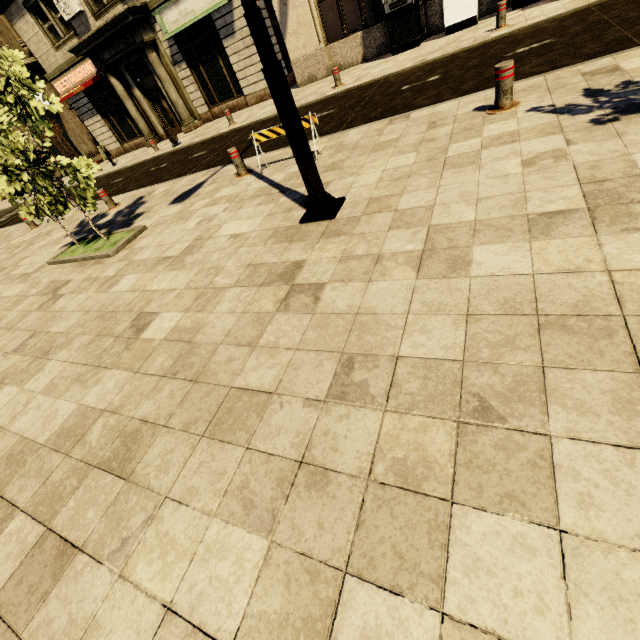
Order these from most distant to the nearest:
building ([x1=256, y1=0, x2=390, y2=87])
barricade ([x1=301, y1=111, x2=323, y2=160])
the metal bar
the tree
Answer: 1. building ([x1=256, y1=0, x2=390, y2=87])
2. barricade ([x1=301, y1=111, x2=323, y2=160])
3. the tree
4. the metal bar

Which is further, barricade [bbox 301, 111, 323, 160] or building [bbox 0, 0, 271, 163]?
building [bbox 0, 0, 271, 163]

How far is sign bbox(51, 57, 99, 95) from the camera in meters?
17.5

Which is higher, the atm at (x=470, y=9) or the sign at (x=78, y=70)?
the sign at (x=78, y=70)

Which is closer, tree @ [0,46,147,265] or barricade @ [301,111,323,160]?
tree @ [0,46,147,265]

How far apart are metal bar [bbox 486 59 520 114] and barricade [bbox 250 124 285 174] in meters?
2.8

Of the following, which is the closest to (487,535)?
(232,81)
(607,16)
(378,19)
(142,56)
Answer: (607,16)

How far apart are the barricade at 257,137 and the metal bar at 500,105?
2.8 meters
